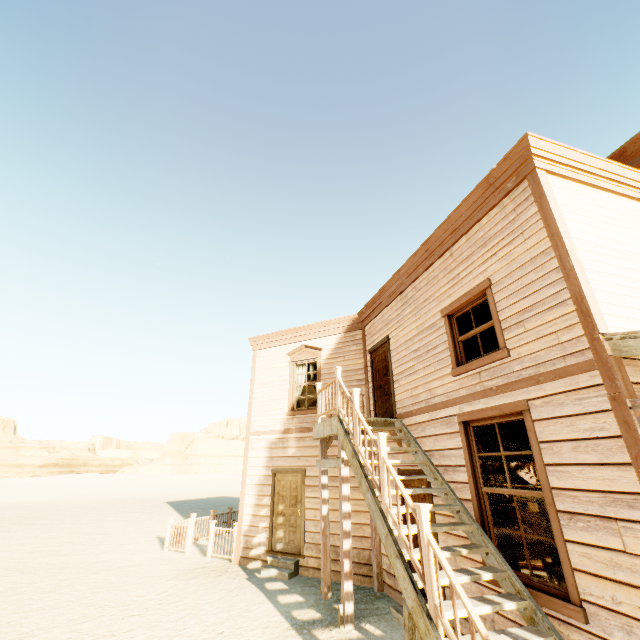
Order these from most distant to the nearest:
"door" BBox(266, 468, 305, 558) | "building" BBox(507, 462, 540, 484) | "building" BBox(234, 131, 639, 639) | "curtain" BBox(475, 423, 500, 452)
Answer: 1. "building" BBox(507, 462, 540, 484)
2. "door" BBox(266, 468, 305, 558)
3. "curtain" BBox(475, 423, 500, 452)
4. "building" BBox(234, 131, 639, 639)

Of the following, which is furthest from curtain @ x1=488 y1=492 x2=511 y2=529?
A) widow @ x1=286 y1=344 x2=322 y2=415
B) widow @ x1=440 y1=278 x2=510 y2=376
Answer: widow @ x1=286 y1=344 x2=322 y2=415

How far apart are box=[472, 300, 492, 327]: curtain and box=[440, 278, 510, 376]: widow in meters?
0.0

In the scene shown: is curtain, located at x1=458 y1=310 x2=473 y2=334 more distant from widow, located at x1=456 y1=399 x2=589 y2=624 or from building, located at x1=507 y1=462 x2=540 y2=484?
widow, located at x1=456 y1=399 x2=589 y2=624

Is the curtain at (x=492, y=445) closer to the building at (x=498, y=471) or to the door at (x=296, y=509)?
the building at (x=498, y=471)

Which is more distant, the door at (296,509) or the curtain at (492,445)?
the door at (296,509)

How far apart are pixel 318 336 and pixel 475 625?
8.4m

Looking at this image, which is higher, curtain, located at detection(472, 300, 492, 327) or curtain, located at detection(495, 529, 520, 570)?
curtain, located at detection(472, 300, 492, 327)
